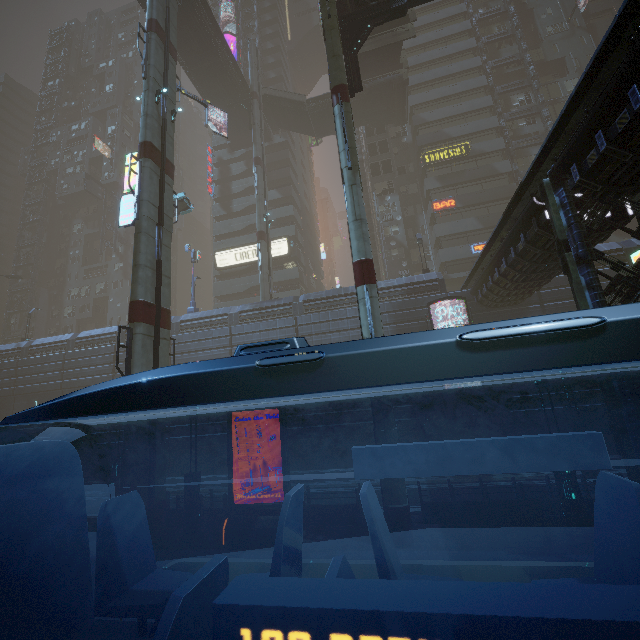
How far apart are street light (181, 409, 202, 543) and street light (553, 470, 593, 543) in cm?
1270

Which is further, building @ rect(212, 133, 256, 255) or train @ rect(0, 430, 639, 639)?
building @ rect(212, 133, 256, 255)

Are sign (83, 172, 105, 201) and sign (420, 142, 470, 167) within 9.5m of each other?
no

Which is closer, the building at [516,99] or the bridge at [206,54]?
the bridge at [206,54]

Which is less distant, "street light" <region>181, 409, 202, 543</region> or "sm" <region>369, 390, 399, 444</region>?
"sm" <region>369, 390, 399, 444</region>

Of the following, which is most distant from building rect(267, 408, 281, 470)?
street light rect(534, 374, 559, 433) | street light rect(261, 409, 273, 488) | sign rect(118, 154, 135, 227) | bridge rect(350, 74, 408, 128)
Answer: street light rect(261, 409, 273, 488)

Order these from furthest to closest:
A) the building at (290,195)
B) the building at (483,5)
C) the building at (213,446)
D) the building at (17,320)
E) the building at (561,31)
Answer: the building at (17,320), the building at (483,5), the building at (561,31), the building at (290,195), the building at (213,446)

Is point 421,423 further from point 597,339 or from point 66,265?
point 66,265
